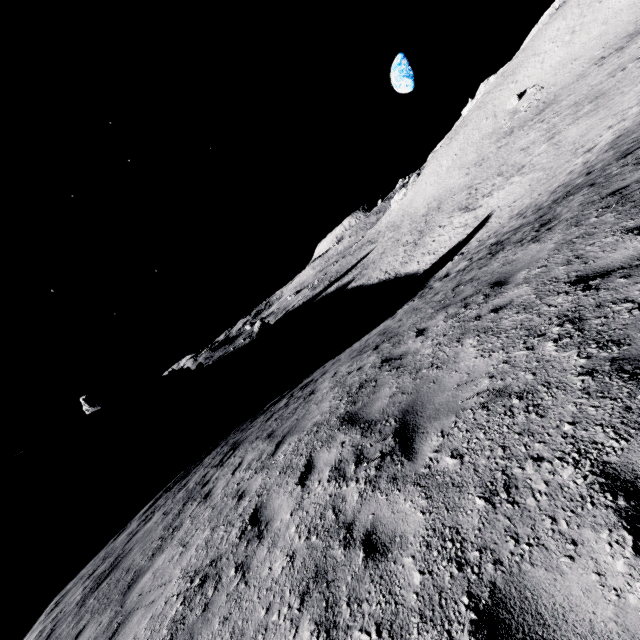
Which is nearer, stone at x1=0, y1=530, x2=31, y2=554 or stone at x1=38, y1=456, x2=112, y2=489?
stone at x1=0, y1=530, x2=31, y2=554

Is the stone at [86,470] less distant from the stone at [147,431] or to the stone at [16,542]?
the stone at [147,431]

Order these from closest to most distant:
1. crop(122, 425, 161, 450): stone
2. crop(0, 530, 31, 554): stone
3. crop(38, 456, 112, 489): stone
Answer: crop(0, 530, 31, 554): stone, crop(38, 456, 112, 489): stone, crop(122, 425, 161, 450): stone

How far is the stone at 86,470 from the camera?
45.5m

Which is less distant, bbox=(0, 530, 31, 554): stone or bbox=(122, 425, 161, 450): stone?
bbox=(0, 530, 31, 554): stone

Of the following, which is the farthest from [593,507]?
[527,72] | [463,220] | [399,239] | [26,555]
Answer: [527,72]

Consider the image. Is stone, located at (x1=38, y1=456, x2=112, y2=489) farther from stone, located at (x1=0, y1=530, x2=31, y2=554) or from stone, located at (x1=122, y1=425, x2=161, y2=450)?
stone, located at (x1=0, y1=530, x2=31, y2=554)

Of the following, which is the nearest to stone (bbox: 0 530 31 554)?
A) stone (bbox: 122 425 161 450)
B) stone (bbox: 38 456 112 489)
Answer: stone (bbox: 38 456 112 489)
